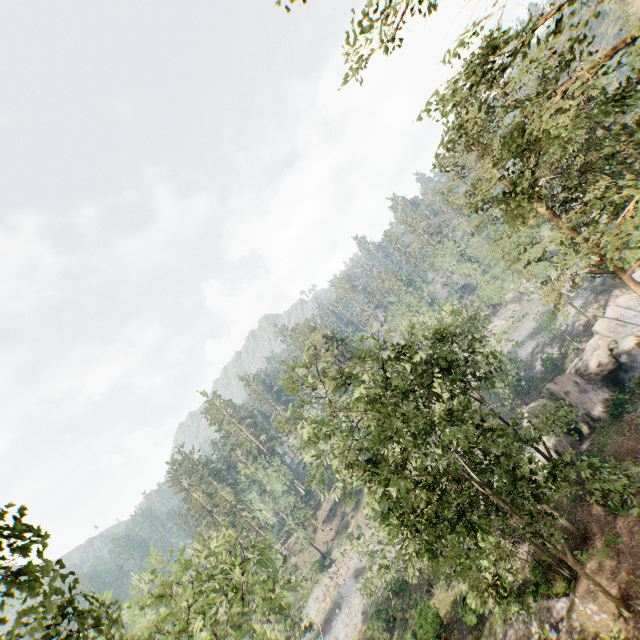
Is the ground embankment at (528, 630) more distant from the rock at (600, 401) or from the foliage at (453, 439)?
the rock at (600, 401)

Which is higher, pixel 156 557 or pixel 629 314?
pixel 156 557

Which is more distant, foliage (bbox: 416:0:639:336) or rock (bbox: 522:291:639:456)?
rock (bbox: 522:291:639:456)

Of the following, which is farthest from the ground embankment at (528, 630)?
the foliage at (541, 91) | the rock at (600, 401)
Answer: the rock at (600, 401)

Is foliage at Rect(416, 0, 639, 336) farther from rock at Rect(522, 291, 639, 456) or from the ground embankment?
rock at Rect(522, 291, 639, 456)

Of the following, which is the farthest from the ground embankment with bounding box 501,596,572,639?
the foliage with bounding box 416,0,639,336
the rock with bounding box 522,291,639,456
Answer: the rock with bounding box 522,291,639,456

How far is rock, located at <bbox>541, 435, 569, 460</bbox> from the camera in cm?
2759
